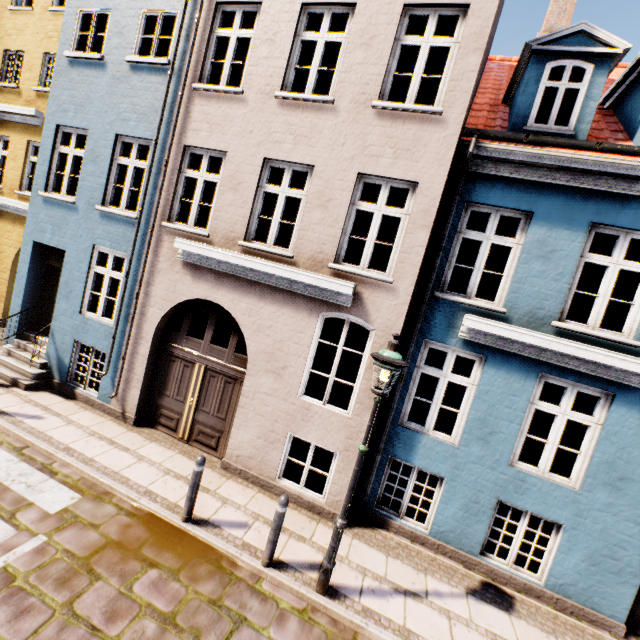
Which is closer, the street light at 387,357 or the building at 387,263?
the street light at 387,357

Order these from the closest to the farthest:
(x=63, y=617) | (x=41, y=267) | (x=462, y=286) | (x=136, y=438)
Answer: (x=63, y=617)
(x=136, y=438)
(x=41, y=267)
(x=462, y=286)

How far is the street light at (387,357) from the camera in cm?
420

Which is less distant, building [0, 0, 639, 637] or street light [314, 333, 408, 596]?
street light [314, 333, 408, 596]

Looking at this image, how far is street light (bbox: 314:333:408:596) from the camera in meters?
4.2 m
